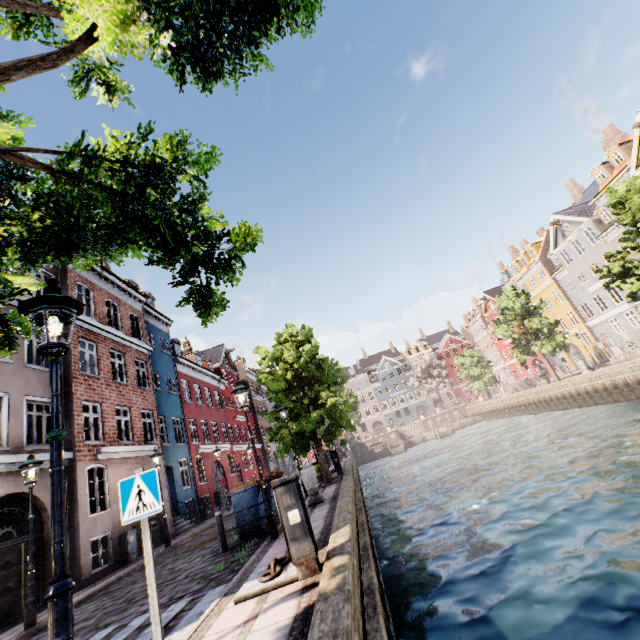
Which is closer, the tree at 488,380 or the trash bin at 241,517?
the trash bin at 241,517

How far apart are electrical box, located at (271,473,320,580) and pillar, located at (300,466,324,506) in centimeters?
603cm

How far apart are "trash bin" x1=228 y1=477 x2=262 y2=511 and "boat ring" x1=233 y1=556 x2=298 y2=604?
4.01m

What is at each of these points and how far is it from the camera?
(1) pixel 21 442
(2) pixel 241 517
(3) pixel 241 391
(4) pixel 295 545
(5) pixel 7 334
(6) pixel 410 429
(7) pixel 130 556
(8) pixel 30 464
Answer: (1) building, 10.7m
(2) trash bin, 9.1m
(3) street light, 8.7m
(4) electrical box, 4.5m
(5) tree, 3.3m
(6) stairs, 54.6m
(7) electrical box, 12.5m
(8) street light, 8.6m

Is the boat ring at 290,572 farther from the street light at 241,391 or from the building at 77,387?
the building at 77,387

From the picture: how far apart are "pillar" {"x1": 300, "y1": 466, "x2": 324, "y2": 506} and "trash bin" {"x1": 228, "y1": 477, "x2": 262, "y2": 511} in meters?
1.3

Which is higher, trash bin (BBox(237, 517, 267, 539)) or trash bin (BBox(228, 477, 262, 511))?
trash bin (BBox(228, 477, 262, 511))

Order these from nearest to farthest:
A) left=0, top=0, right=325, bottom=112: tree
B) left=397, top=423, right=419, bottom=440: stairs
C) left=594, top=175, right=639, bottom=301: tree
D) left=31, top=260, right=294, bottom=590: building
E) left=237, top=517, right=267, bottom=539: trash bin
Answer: left=0, top=0, right=325, bottom=112: tree < left=237, top=517, right=267, bottom=539: trash bin < left=31, top=260, right=294, bottom=590: building < left=594, top=175, right=639, bottom=301: tree < left=397, top=423, right=419, bottom=440: stairs
